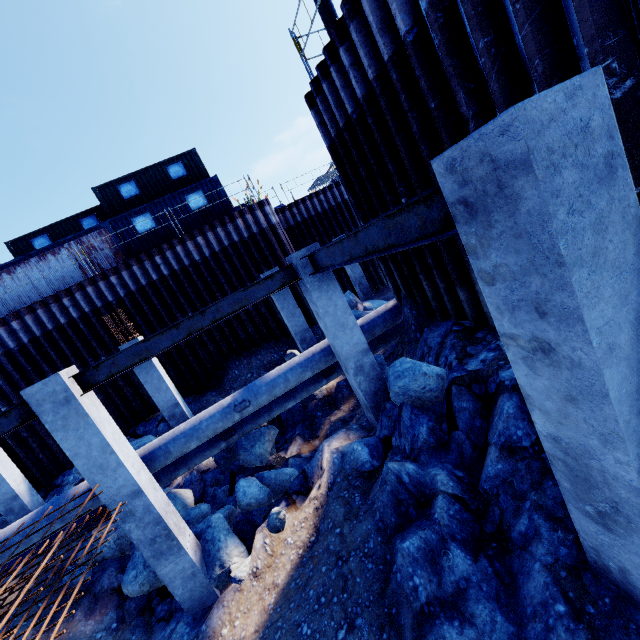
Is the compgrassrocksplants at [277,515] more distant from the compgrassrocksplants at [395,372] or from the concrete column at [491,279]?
the concrete column at [491,279]

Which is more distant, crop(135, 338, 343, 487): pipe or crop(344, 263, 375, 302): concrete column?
crop(344, 263, 375, 302): concrete column

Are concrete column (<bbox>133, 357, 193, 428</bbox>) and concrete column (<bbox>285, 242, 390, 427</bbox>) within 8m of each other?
yes

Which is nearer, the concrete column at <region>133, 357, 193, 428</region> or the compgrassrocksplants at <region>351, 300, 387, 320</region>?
the concrete column at <region>133, 357, 193, 428</region>

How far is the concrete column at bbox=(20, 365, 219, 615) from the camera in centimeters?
528cm

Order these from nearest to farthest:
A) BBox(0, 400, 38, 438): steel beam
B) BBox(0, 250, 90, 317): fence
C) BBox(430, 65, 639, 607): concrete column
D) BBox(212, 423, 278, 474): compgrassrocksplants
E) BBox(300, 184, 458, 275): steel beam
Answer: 1. BBox(430, 65, 639, 607): concrete column
2. BBox(300, 184, 458, 275): steel beam
3. BBox(0, 400, 38, 438): steel beam
4. BBox(212, 423, 278, 474): compgrassrocksplants
5. BBox(0, 250, 90, 317): fence

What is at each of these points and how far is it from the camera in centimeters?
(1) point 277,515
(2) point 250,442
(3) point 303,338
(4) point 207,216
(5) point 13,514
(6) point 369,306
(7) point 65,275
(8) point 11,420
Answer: (1) compgrassrocksplants, 638cm
(2) compgrassrocksplants, 902cm
(3) concrete column, 1156cm
(4) cargo container, 1705cm
(5) concrete column, 938cm
(6) compgrassrocksplants, 1472cm
(7) fence, 1536cm
(8) steel beam, 533cm

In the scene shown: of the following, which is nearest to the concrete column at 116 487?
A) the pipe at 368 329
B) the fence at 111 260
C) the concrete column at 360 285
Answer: the pipe at 368 329
